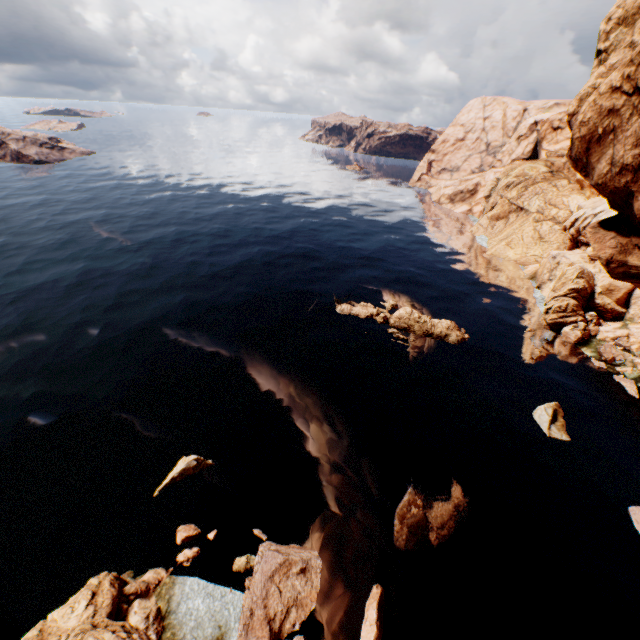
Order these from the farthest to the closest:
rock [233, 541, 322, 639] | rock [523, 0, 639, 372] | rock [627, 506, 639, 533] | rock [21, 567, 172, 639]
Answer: rock [627, 506, 639, 533] < rock [233, 541, 322, 639] < rock [21, 567, 172, 639] < rock [523, 0, 639, 372]

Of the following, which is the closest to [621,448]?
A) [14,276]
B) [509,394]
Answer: [509,394]

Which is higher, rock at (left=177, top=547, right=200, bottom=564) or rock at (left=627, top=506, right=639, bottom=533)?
rock at (left=627, top=506, right=639, bottom=533)

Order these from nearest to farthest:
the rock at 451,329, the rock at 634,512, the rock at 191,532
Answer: the rock at 191,532
the rock at 634,512
the rock at 451,329

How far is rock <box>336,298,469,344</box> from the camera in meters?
41.0 m

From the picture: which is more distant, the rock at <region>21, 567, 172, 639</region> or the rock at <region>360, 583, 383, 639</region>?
the rock at <region>360, 583, 383, 639</region>

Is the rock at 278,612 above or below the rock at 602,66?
below
